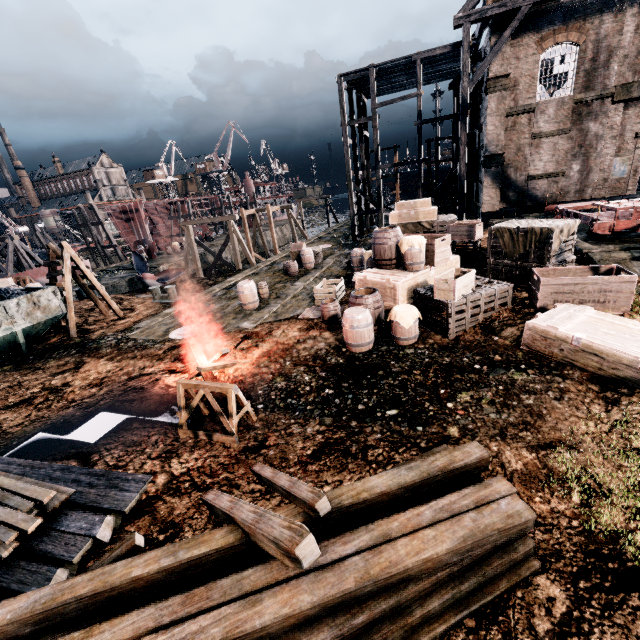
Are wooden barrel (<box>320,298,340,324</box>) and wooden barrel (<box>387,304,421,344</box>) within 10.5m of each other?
yes

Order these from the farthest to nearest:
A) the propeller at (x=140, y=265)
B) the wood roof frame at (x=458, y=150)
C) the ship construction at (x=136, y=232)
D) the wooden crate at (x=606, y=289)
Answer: the ship construction at (x=136, y=232) < the propeller at (x=140, y=265) < the wood roof frame at (x=458, y=150) < the wooden crate at (x=606, y=289)

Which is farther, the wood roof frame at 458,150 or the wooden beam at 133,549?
the wood roof frame at 458,150

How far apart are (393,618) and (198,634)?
2.0m

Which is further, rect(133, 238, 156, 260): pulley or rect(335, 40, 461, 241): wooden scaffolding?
rect(133, 238, 156, 260): pulley

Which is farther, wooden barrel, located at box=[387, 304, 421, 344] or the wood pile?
wooden barrel, located at box=[387, 304, 421, 344]

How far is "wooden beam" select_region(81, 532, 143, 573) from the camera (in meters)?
3.93

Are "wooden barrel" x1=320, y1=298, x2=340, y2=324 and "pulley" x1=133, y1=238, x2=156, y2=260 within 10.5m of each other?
no
